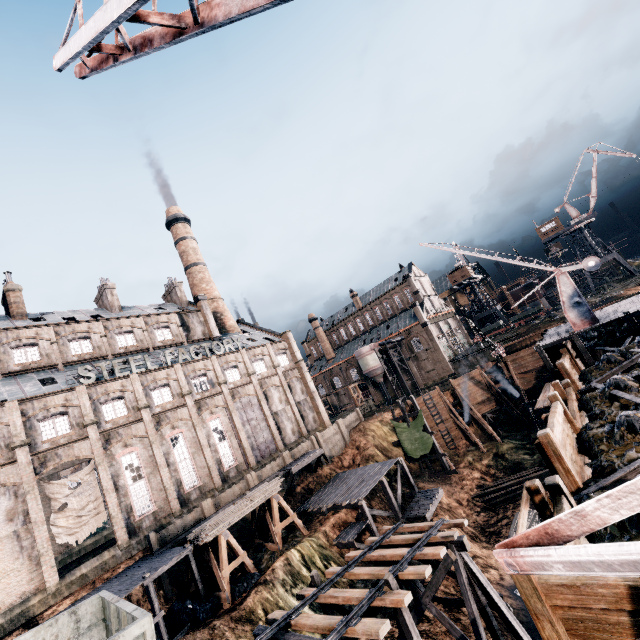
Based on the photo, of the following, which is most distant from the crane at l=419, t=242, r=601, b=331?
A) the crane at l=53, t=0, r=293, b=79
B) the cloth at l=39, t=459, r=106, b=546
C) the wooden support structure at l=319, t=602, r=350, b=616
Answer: the cloth at l=39, t=459, r=106, b=546

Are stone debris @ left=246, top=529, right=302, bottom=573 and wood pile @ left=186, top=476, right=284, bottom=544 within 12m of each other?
yes

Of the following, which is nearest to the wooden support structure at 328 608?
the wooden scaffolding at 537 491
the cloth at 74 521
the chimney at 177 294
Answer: the wooden scaffolding at 537 491

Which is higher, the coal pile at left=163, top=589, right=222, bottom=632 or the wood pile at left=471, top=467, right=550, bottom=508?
the coal pile at left=163, top=589, right=222, bottom=632

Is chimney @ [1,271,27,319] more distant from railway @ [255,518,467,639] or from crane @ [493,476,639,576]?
crane @ [493,476,639,576]

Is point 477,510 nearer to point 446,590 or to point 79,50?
point 446,590

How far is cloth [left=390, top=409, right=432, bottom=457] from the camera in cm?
3919

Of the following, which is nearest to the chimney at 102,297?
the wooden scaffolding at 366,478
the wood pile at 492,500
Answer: the wooden scaffolding at 366,478
